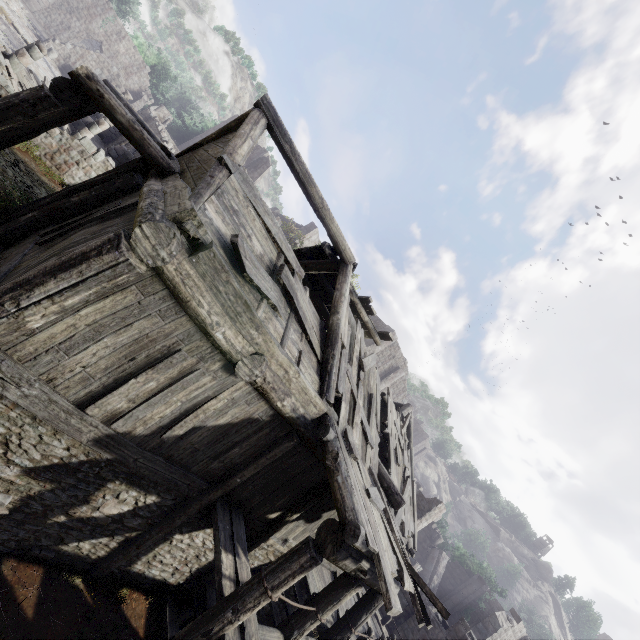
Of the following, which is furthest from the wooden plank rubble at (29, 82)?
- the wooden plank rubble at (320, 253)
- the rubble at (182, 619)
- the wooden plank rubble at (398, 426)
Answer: the rubble at (182, 619)

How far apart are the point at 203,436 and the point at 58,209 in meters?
6.0

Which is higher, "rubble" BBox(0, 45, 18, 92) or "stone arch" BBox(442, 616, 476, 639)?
"stone arch" BBox(442, 616, 476, 639)

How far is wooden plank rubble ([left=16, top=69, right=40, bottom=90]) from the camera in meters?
15.7 m

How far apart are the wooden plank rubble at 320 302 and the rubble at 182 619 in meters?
9.3 m

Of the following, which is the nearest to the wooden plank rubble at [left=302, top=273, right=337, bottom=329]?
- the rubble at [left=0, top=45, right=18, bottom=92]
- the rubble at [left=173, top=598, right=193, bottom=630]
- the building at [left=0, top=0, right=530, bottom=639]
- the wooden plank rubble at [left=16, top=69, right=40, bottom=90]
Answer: the building at [left=0, top=0, right=530, bottom=639]

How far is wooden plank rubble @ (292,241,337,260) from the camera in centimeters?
1099cm

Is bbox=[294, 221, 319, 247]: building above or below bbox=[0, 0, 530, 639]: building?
above
